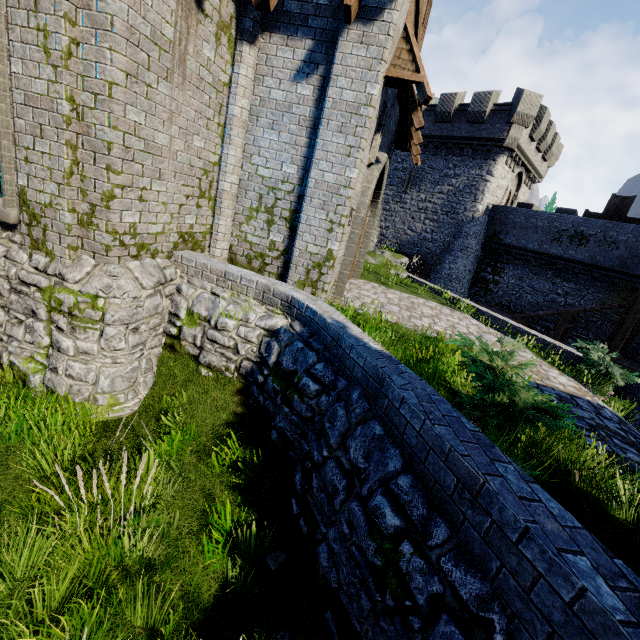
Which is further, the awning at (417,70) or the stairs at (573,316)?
the stairs at (573,316)

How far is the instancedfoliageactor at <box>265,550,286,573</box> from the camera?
3.7m

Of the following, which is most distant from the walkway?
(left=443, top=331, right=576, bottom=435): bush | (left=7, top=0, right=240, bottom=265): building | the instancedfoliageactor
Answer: the instancedfoliageactor

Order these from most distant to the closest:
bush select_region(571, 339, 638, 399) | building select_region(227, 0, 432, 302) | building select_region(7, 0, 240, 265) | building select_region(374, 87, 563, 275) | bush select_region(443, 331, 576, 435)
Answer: building select_region(374, 87, 563, 275), bush select_region(571, 339, 638, 399), building select_region(227, 0, 432, 302), building select_region(7, 0, 240, 265), bush select_region(443, 331, 576, 435)

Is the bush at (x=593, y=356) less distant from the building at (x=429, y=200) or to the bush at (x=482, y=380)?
the bush at (x=482, y=380)

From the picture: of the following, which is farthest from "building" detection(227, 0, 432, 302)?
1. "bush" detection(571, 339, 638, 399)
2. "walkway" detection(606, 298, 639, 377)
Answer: "walkway" detection(606, 298, 639, 377)

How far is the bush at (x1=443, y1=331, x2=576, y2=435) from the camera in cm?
344

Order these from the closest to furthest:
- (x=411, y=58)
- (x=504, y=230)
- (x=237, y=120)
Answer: (x=411, y=58)
(x=237, y=120)
(x=504, y=230)
